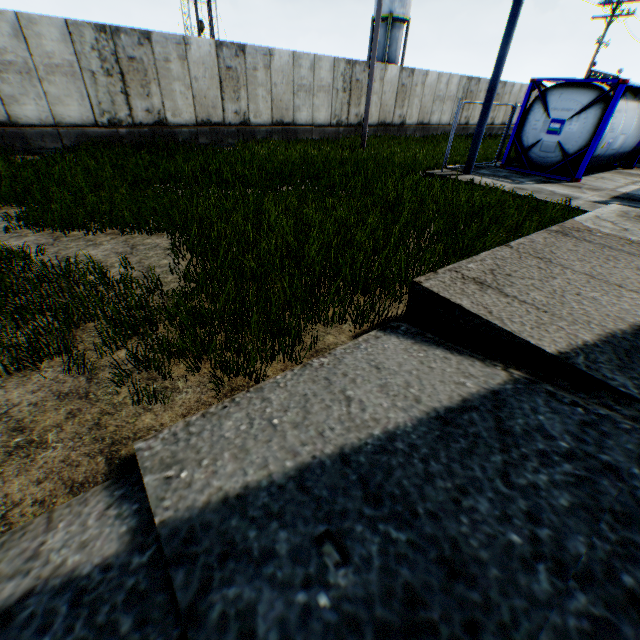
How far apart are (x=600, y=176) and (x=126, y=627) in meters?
18.3

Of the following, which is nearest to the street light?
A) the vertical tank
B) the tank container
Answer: the tank container

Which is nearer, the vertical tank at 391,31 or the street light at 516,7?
the street light at 516,7

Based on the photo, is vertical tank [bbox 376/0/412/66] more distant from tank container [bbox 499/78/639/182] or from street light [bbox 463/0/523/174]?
street light [bbox 463/0/523/174]

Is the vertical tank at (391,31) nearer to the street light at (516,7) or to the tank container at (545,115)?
the tank container at (545,115)

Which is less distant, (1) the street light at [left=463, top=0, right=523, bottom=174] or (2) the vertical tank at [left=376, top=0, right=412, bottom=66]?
(1) the street light at [left=463, top=0, right=523, bottom=174]

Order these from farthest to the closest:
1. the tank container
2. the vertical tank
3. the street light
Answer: the vertical tank, the tank container, the street light
